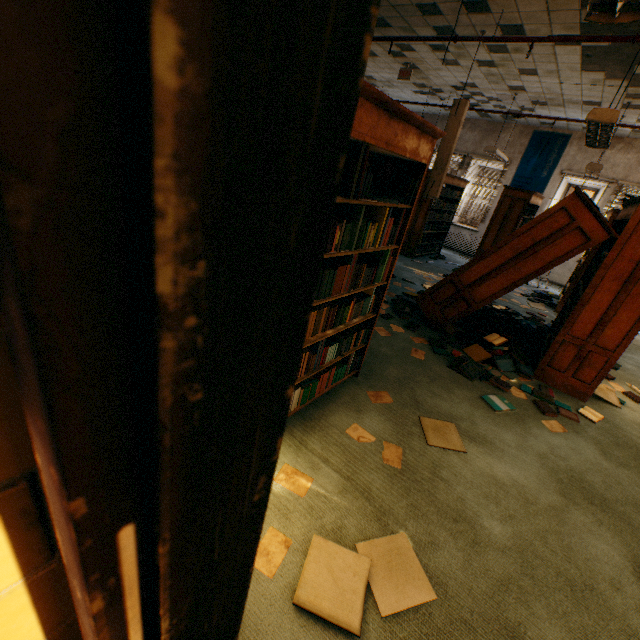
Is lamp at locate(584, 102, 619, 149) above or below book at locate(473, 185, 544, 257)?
above

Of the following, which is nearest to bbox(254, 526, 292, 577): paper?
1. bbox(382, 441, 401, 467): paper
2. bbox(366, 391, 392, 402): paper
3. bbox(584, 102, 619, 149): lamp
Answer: bbox(382, 441, 401, 467): paper

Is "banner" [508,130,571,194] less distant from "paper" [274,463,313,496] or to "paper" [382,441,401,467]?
"paper" [382,441,401,467]

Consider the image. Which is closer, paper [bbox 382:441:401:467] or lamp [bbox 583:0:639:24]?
lamp [bbox 583:0:639:24]

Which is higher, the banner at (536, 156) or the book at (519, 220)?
the banner at (536, 156)

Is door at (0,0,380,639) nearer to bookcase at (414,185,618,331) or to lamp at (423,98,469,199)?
bookcase at (414,185,618,331)

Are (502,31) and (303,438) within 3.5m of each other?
no

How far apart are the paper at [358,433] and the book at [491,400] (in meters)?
1.52
